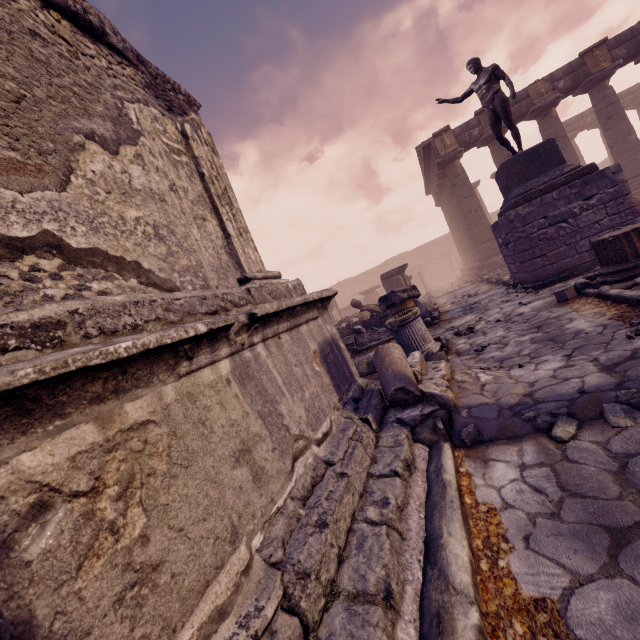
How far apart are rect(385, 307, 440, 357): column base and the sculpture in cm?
556

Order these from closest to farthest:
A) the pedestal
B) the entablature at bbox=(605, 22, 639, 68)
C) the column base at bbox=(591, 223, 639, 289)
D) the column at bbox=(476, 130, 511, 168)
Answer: the column base at bbox=(591, 223, 639, 289)
the pedestal
the entablature at bbox=(605, 22, 639, 68)
the column at bbox=(476, 130, 511, 168)

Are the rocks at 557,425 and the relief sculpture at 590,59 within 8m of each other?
no

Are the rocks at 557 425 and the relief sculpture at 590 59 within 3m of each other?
no

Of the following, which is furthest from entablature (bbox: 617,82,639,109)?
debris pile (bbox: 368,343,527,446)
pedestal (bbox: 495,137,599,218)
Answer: debris pile (bbox: 368,343,527,446)

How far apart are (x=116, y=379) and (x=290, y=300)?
1.4m

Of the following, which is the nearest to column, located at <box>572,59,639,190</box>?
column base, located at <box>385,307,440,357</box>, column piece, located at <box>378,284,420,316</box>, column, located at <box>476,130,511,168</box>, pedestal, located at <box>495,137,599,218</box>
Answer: column, located at <box>476,130,511,168</box>

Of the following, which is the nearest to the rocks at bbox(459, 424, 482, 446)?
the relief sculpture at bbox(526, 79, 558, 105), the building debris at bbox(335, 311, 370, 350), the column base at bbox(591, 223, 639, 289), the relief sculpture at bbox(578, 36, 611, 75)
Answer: the column base at bbox(591, 223, 639, 289)
